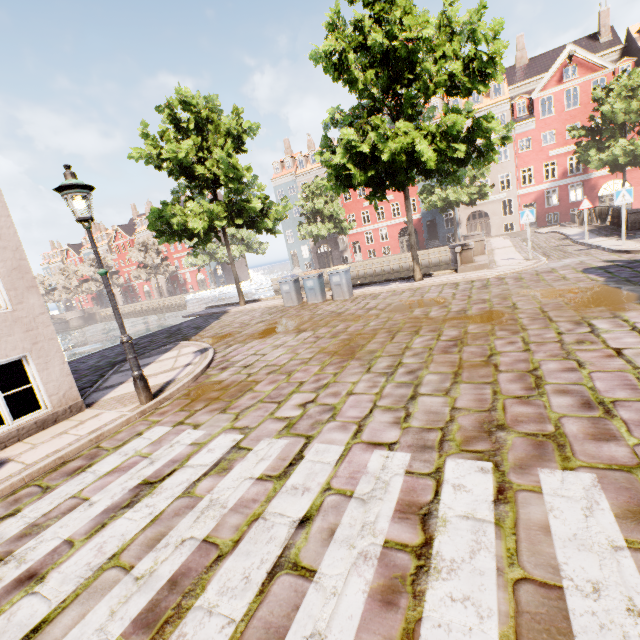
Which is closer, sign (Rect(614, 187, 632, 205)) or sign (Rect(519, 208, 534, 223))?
sign (Rect(614, 187, 632, 205))

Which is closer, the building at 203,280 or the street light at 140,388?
the street light at 140,388

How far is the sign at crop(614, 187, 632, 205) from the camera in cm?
1108

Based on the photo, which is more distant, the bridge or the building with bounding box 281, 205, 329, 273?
the bridge

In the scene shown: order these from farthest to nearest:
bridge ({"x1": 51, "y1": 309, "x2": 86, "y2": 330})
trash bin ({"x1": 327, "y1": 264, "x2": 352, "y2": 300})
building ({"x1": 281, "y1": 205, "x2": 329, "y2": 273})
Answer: bridge ({"x1": 51, "y1": 309, "x2": 86, "y2": 330})
building ({"x1": 281, "y1": 205, "x2": 329, "y2": 273})
trash bin ({"x1": 327, "y1": 264, "x2": 352, "y2": 300})

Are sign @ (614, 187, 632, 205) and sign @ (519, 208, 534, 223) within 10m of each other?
yes

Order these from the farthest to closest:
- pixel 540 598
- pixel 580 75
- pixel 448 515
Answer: pixel 580 75 < pixel 448 515 < pixel 540 598

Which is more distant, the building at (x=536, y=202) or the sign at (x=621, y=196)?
the building at (x=536, y=202)
